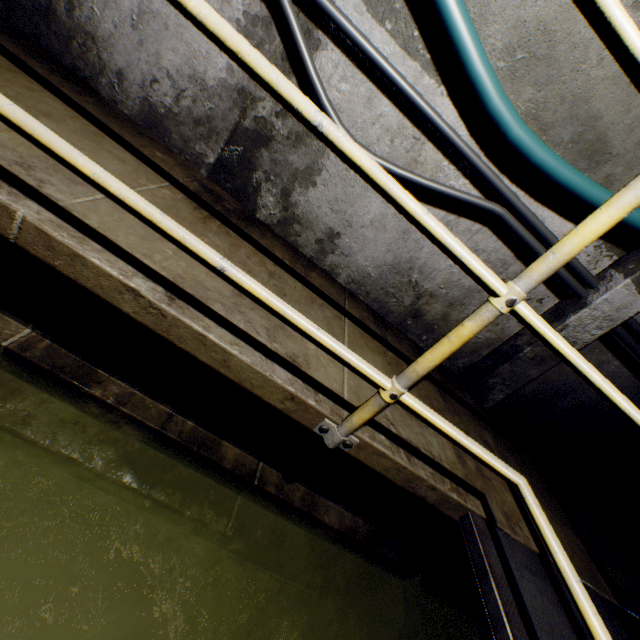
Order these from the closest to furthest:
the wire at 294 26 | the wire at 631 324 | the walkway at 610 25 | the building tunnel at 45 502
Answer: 1. the walkway at 610 25
2. the building tunnel at 45 502
3. the wire at 294 26
4. the wire at 631 324

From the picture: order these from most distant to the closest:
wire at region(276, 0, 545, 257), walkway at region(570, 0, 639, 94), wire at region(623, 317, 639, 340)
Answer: wire at region(623, 317, 639, 340) → wire at region(276, 0, 545, 257) → walkway at region(570, 0, 639, 94)

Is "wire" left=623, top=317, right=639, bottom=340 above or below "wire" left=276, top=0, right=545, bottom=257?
above

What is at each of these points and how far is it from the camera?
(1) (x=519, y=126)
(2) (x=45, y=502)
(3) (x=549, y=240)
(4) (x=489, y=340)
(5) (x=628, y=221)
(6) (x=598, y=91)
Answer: (1) cable, 1.7m
(2) building tunnel, 1.3m
(3) wire, 2.1m
(4) building tunnel, 2.6m
(5) cable, 1.9m
(6) building tunnel, 1.8m

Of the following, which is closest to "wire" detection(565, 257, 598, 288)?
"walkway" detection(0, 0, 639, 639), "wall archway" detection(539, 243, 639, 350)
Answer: "wall archway" detection(539, 243, 639, 350)

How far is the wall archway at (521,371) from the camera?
2.36m

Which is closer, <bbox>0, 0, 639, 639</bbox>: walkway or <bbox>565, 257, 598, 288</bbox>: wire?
<bbox>0, 0, 639, 639</bbox>: walkway
